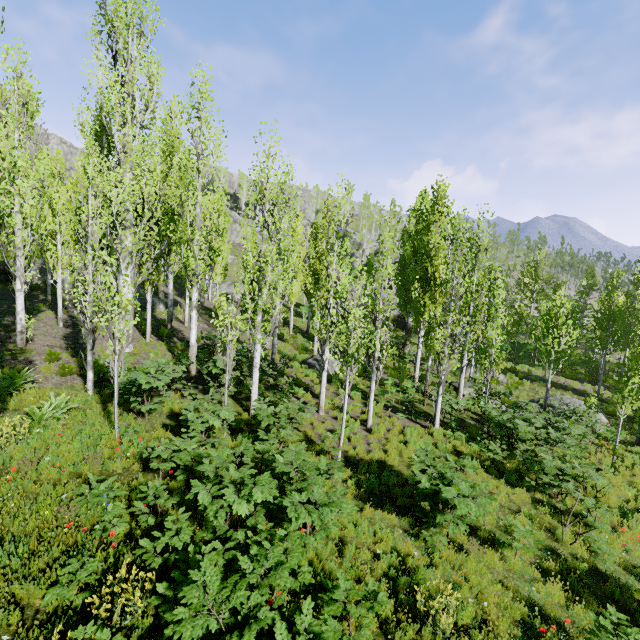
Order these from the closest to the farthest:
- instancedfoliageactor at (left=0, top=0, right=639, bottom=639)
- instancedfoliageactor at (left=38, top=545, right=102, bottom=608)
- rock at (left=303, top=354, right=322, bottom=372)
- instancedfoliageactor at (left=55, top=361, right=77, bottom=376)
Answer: instancedfoliageactor at (left=38, top=545, right=102, bottom=608)
instancedfoliageactor at (left=0, top=0, right=639, bottom=639)
instancedfoliageactor at (left=55, top=361, right=77, bottom=376)
rock at (left=303, top=354, right=322, bottom=372)

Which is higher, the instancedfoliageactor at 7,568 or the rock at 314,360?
the instancedfoliageactor at 7,568

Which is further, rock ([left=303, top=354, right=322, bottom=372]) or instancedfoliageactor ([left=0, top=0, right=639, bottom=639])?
rock ([left=303, top=354, right=322, bottom=372])

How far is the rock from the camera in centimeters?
1888cm

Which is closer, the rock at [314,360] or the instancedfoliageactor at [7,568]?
the instancedfoliageactor at [7,568]

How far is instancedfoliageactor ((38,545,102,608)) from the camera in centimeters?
441cm

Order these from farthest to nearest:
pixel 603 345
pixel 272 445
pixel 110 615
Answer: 1. pixel 603 345
2. pixel 272 445
3. pixel 110 615
